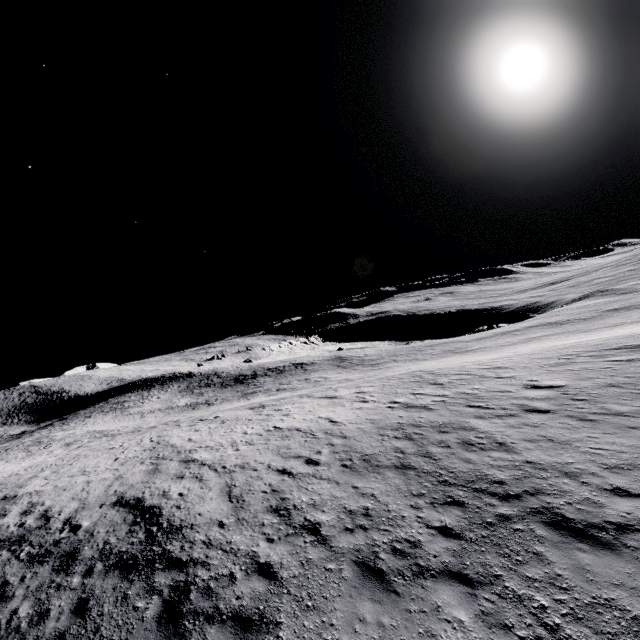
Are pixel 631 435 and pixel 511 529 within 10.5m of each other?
yes
